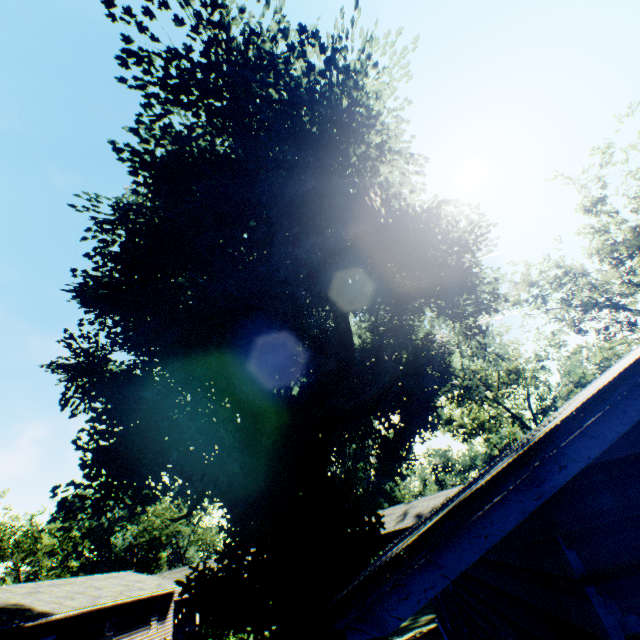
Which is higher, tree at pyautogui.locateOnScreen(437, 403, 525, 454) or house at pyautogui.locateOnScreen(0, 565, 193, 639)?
tree at pyautogui.locateOnScreen(437, 403, 525, 454)

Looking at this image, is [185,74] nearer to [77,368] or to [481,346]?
[481,346]

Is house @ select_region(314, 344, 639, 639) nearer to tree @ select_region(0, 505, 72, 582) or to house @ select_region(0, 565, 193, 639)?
house @ select_region(0, 565, 193, 639)

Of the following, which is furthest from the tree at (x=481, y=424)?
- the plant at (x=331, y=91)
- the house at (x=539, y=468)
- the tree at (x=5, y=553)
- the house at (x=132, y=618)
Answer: the tree at (x=5, y=553)

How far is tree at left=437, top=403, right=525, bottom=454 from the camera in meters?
47.2 m

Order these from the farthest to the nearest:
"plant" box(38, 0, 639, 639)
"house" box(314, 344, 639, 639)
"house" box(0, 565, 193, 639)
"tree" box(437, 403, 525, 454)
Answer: "tree" box(437, 403, 525, 454) → "house" box(0, 565, 193, 639) → "plant" box(38, 0, 639, 639) → "house" box(314, 344, 639, 639)

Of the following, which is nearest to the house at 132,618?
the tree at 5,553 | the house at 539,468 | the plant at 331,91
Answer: the plant at 331,91
